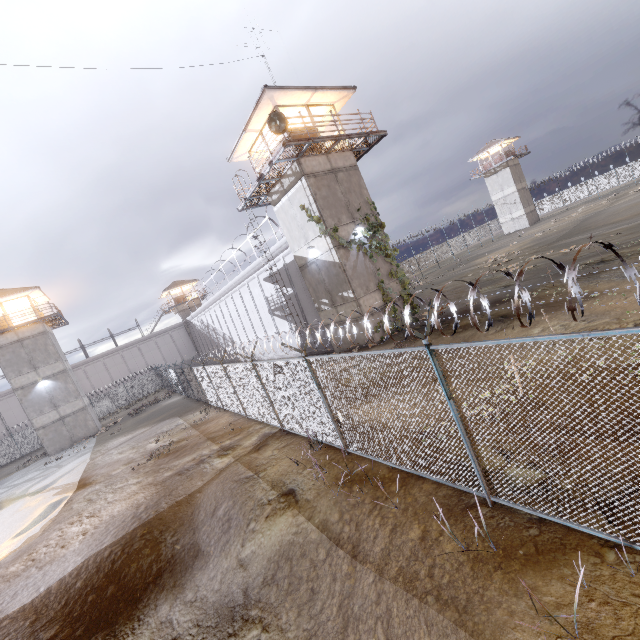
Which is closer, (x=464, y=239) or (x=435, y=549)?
(x=435, y=549)

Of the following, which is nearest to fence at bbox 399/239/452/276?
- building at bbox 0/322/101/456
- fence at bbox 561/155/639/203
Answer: fence at bbox 561/155/639/203

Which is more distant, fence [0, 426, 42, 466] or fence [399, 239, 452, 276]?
fence [399, 239, 452, 276]

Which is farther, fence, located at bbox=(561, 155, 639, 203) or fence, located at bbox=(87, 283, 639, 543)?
fence, located at bbox=(561, 155, 639, 203)

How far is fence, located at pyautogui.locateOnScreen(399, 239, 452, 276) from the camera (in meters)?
52.38

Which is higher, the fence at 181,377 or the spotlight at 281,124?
the spotlight at 281,124

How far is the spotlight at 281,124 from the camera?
14.15m
